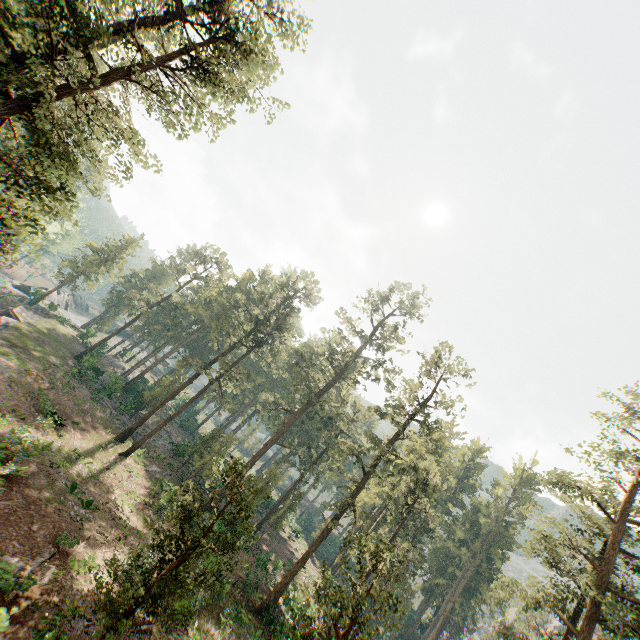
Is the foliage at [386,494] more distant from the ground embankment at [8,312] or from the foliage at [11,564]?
the ground embankment at [8,312]

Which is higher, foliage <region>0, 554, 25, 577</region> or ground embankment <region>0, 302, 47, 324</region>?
foliage <region>0, 554, 25, 577</region>

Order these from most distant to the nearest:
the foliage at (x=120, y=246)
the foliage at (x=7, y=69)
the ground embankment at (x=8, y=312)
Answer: the foliage at (x=120, y=246)
the ground embankment at (x=8, y=312)
the foliage at (x=7, y=69)

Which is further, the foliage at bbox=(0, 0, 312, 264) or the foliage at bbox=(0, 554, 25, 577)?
the foliage at bbox=(0, 554, 25, 577)

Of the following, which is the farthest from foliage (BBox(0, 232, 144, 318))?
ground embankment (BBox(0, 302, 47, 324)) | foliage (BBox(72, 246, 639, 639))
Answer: ground embankment (BBox(0, 302, 47, 324))

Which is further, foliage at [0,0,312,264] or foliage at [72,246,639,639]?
foliage at [72,246,639,639]

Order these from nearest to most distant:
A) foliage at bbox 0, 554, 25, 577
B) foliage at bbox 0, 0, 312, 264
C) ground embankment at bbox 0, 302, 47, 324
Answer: foliage at bbox 0, 0, 312, 264
foliage at bbox 0, 554, 25, 577
ground embankment at bbox 0, 302, 47, 324

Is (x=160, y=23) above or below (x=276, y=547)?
above
